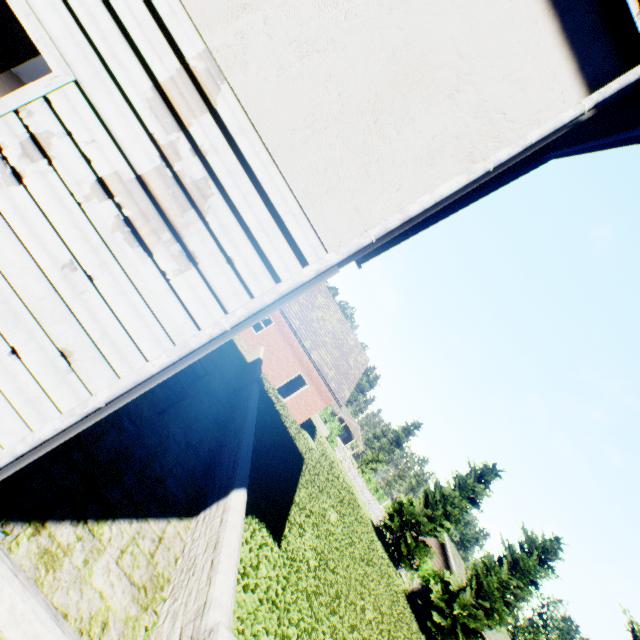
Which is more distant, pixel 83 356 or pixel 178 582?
pixel 178 582

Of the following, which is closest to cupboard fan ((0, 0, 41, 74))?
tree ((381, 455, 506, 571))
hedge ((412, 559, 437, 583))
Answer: tree ((381, 455, 506, 571))

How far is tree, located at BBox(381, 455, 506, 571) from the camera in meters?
26.4 m

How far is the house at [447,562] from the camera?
31.9m

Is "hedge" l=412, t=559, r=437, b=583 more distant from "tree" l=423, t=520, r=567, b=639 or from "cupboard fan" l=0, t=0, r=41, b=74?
"cupboard fan" l=0, t=0, r=41, b=74

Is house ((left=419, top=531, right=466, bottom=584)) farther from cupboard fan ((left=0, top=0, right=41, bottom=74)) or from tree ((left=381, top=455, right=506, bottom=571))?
cupboard fan ((left=0, top=0, right=41, bottom=74))

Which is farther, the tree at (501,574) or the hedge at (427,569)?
the hedge at (427,569)
